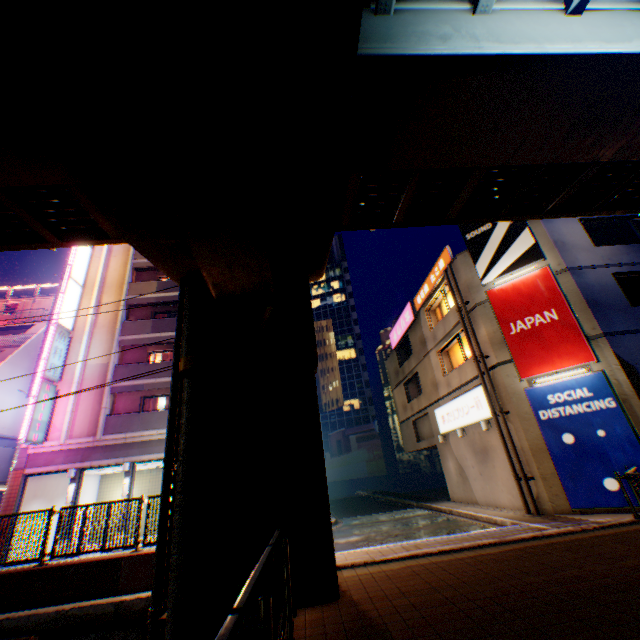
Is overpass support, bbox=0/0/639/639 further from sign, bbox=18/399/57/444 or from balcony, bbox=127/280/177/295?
balcony, bbox=127/280/177/295

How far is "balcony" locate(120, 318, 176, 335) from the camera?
21.5m

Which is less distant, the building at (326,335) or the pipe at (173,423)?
the pipe at (173,423)

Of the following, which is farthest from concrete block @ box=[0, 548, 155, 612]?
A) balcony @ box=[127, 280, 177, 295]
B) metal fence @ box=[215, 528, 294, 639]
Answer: balcony @ box=[127, 280, 177, 295]

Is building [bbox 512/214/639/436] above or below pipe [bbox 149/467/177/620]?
above

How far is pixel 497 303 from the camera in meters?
14.7

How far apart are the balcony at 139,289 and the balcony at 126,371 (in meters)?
5.10

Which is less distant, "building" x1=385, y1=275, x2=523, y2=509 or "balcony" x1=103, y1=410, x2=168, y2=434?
"building" x1=385, y1=275, x2=523, y2=509
